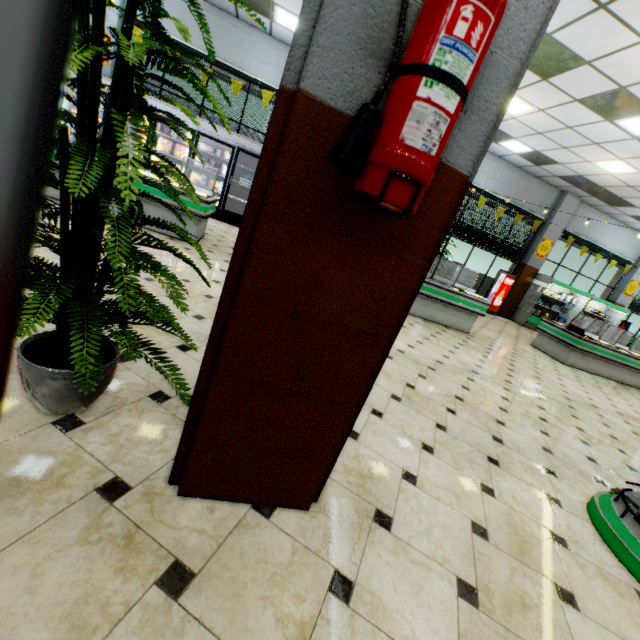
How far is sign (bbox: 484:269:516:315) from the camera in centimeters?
1202cm

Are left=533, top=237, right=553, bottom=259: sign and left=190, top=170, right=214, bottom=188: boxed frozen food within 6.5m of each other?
no

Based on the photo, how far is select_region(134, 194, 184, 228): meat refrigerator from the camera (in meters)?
5.09

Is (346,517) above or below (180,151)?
below

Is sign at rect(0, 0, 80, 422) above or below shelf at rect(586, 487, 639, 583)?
above

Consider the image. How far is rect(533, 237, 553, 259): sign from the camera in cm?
1213

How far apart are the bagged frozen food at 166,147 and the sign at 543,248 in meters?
12.8 m

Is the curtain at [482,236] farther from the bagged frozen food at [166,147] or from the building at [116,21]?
the bagged frozen food at [166,147]
